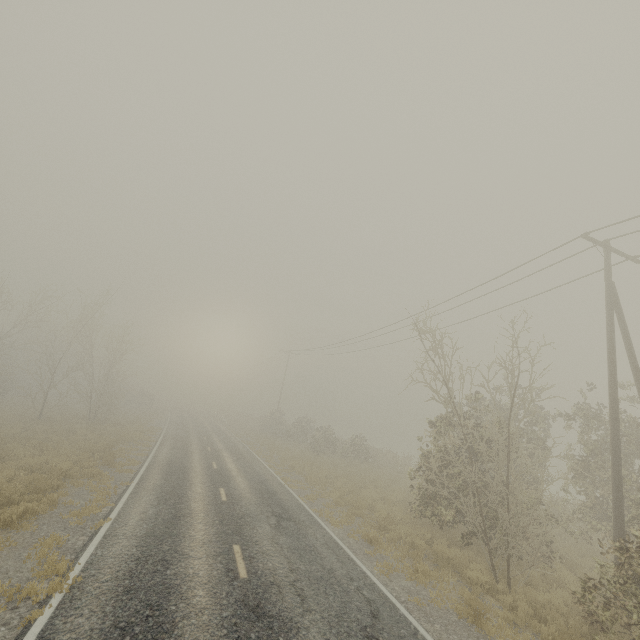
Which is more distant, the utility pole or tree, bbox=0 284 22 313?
tree, bbox=0 284 22 313

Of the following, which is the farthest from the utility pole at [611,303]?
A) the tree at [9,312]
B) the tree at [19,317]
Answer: the tree at [19,317]

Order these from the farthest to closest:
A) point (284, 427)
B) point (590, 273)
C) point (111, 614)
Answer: point (284, 427) → point (590, 273) → point (111, 614)

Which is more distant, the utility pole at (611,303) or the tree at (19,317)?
the tree at (19,317)

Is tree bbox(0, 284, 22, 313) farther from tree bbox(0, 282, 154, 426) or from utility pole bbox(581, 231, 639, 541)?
utility pole bbox(581, 231, 639, 541)

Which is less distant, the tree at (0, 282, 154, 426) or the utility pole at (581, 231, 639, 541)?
the utility pole at (581, 231, 639, 541)

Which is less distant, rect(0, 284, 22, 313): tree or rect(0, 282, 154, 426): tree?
rect(0, 284, 22, 313): tree
